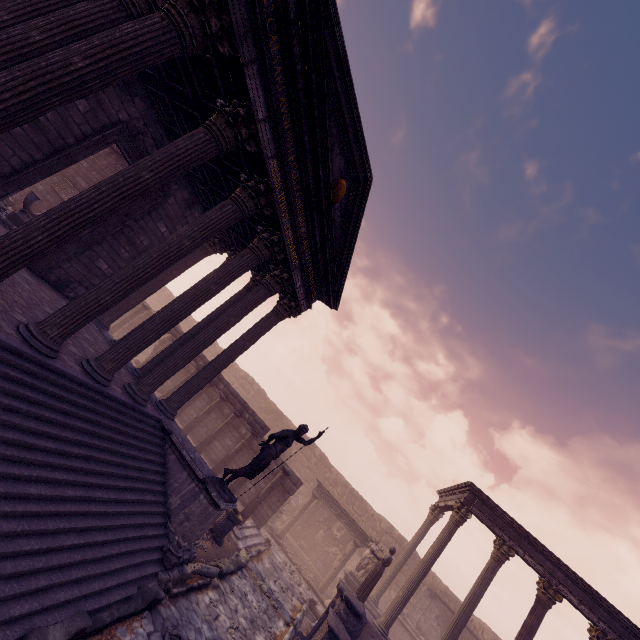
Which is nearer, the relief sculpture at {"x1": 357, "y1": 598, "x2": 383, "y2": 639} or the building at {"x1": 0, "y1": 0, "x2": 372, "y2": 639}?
the building at {"x1": 0, "y1": 0, "x2": 372, "y2": 639}

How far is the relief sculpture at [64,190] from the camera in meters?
13.5 m

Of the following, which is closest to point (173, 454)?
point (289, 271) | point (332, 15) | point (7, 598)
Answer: point (7, 598)

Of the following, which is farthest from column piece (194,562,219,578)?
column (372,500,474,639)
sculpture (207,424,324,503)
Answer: column (372,500,474,639)

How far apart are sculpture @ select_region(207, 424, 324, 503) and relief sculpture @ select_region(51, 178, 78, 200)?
12.8m

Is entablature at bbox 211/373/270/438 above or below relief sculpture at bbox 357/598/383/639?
above

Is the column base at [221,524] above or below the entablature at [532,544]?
below

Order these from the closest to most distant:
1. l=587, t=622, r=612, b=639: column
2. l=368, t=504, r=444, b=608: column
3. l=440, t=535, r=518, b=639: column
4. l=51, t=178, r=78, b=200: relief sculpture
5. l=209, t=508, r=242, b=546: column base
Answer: l=209, t=508, r=242, b=546: column base < l=587, t=622, r=612, b=639: column < l=440, t=535, r=518, b=639: column < l=51, t=178, r=78, b=200: relief sculpture < l=368, t=504, r=444, b=608: column
